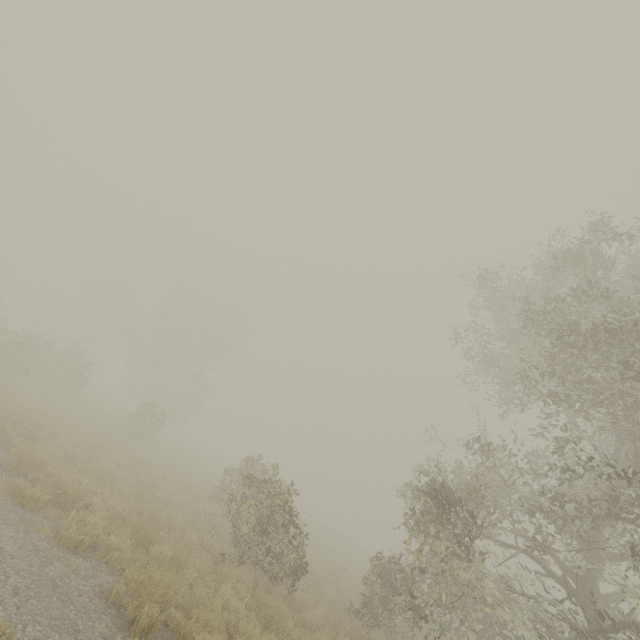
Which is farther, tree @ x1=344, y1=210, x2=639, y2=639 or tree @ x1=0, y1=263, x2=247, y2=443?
tree @ x1=0, y1=263, x2=247, y2=443

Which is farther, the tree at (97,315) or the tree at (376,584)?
the tree at (97,315)

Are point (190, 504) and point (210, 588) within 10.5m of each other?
yes
